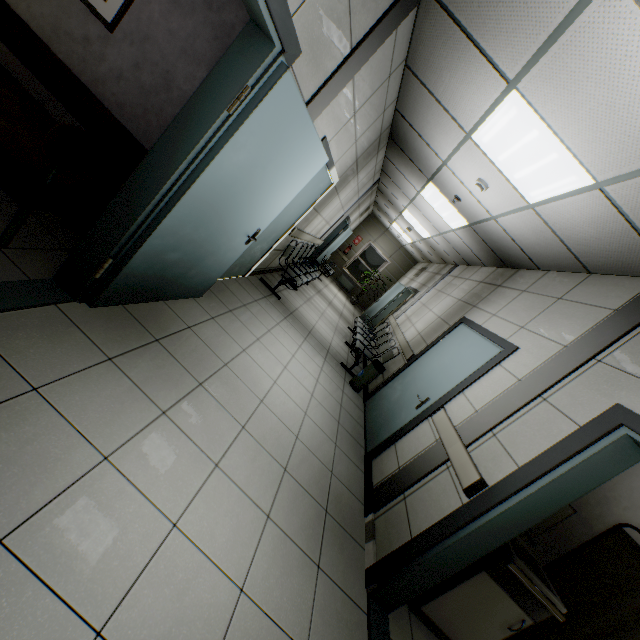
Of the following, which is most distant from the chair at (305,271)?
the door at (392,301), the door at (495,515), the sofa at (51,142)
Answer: the door at (495,515)

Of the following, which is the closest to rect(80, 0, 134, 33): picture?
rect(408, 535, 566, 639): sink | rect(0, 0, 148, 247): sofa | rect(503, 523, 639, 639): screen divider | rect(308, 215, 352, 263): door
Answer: rect(0, 0, 148, 247): sofa

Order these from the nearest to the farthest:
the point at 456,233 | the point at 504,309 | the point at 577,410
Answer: the point at 577,410 → the point at 504,309 → the point at 456,233

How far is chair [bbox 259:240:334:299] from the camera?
5.97m

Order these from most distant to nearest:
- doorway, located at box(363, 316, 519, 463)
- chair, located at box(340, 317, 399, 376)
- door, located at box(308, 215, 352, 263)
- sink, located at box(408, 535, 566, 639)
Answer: door, located at box(308, 215, 352, 263), chair, located at box(340, 317, 399, 376), doorway, located at box(363, 316, 519, 463), sink, located at box(408, 535, 566, 639)

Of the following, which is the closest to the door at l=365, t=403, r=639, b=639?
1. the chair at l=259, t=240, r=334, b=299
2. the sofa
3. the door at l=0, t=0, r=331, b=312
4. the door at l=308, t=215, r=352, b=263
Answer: the door at l=0, t=0, r=331, b=312

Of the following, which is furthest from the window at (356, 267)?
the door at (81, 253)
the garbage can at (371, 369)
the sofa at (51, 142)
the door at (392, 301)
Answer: the sofa at (51, 142)

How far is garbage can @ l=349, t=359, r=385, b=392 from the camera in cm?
549
